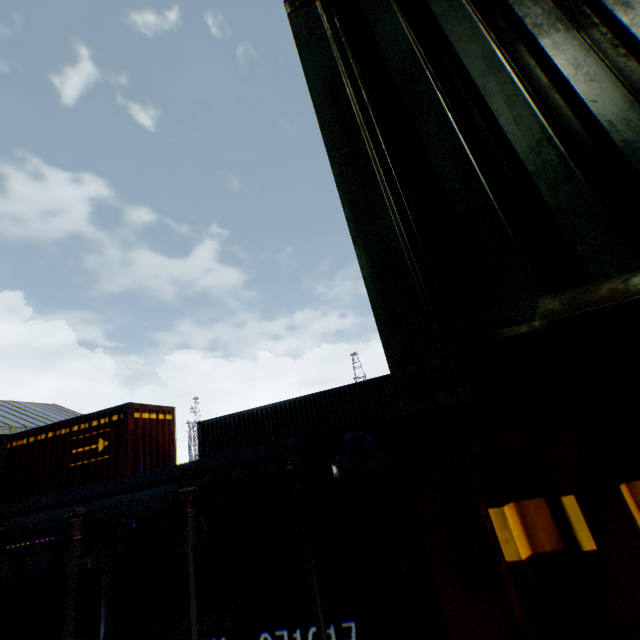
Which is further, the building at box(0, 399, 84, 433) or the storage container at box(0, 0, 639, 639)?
the building at box(0, 399, 84, 433)

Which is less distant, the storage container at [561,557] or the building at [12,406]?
the storage container at [561,557]

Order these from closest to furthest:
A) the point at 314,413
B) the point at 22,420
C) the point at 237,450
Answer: the point at 237,450 → the point at 314,413 → the point at 22,420

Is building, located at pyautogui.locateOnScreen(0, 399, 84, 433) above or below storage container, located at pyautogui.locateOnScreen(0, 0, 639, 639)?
above

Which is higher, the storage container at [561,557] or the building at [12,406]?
the building at [12,406]
